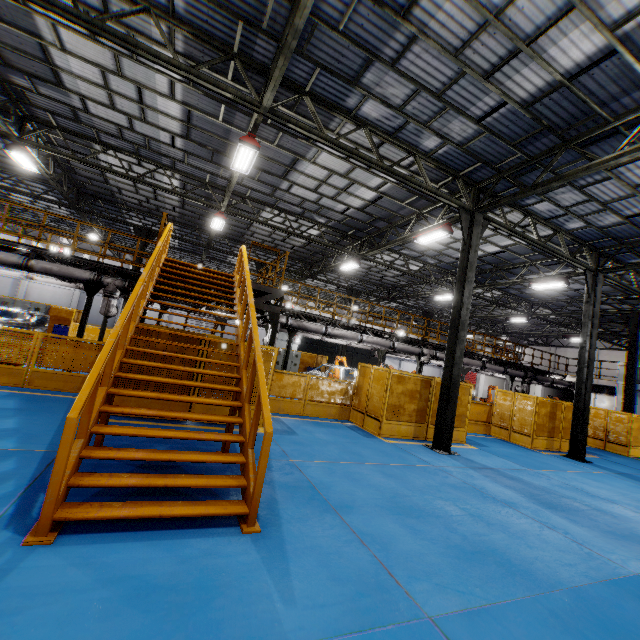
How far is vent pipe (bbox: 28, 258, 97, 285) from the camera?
10.93m

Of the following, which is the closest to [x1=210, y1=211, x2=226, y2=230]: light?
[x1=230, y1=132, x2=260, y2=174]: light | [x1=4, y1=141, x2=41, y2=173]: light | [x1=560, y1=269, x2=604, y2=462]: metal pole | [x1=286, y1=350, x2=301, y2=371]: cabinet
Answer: [x1=230, y1=132, x2=260, y2=174]: light

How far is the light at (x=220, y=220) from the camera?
15.1 meters

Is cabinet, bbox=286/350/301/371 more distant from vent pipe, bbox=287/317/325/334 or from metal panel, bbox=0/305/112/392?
vent pipe, bbox=287/317/325/334

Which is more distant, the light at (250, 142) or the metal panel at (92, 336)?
the light at (250, 142)

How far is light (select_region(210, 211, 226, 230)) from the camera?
15.1m

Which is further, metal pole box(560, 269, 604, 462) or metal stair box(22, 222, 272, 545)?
metal pole box(560, 269, 604, 462)

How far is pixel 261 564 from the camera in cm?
340
